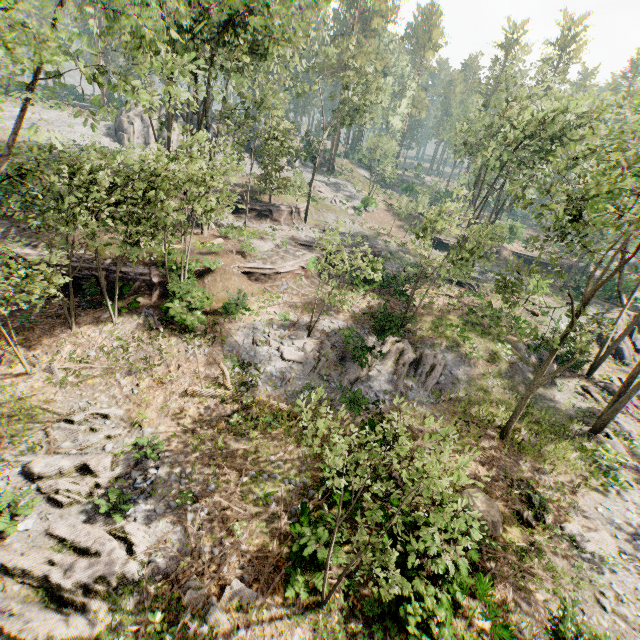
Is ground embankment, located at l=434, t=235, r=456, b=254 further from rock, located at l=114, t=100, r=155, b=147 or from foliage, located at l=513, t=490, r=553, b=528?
rock, located at l=114, t=100, r=155, b=147

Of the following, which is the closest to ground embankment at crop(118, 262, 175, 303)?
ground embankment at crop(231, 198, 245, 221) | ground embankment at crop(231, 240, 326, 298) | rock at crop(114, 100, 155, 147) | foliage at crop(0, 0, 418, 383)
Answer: foliage at crop(0, 0, 418, 383)

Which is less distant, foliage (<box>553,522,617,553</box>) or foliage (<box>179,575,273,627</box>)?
foliage (<box>179,575,273,627</box>)

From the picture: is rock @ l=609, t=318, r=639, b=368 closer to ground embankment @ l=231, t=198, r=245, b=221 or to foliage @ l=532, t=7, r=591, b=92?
Answer: foliage @ l=532, t=7, r=591, b=92

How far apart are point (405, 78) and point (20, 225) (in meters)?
56.76

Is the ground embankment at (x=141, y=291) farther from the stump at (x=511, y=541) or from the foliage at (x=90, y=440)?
the stump at (x=511, y=541)

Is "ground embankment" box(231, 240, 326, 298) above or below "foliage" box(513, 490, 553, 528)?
above
